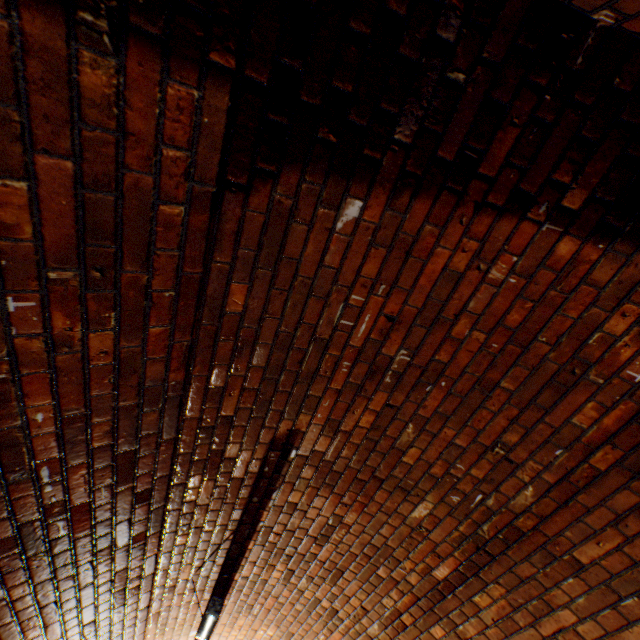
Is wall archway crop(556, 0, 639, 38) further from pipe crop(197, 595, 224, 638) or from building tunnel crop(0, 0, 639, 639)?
pipe crop(197, 595, 224, 638)

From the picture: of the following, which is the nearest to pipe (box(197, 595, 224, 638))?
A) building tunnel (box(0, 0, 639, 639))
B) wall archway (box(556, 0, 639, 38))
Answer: building tunnel (box(0, 0, 639, 639))

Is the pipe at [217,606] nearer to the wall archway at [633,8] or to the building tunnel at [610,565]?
the building tunnel at [610,565]

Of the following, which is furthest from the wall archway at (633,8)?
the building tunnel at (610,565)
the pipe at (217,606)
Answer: the pipe at (217,606)

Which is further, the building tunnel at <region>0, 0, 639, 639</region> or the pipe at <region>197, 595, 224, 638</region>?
the pipe at <region>197, 595, 224, 638</region>

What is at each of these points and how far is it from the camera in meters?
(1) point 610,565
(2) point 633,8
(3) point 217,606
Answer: (1) building tunnel, 1.7
(2) wall archway, 0.9
(3) pipe, 2.4
